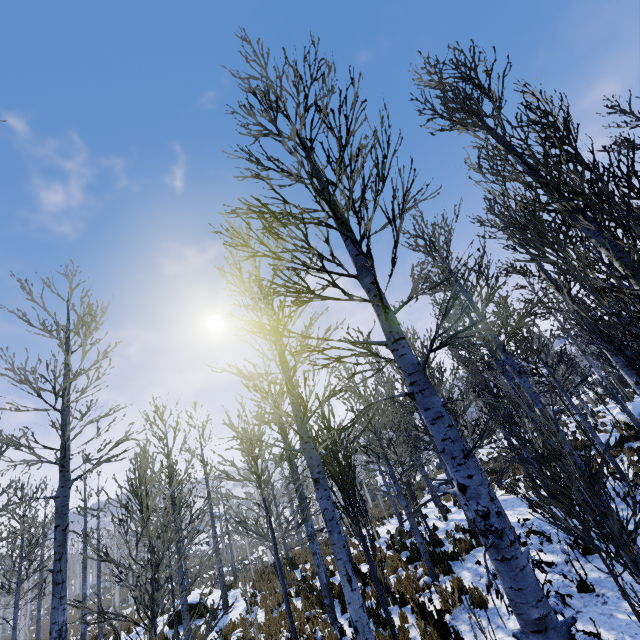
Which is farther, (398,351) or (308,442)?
(308,442)

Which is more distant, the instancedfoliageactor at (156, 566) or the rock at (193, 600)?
the rock at (193, 600)

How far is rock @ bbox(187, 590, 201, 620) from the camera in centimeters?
1384cm

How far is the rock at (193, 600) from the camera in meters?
13.8

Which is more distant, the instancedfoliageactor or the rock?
the rock
